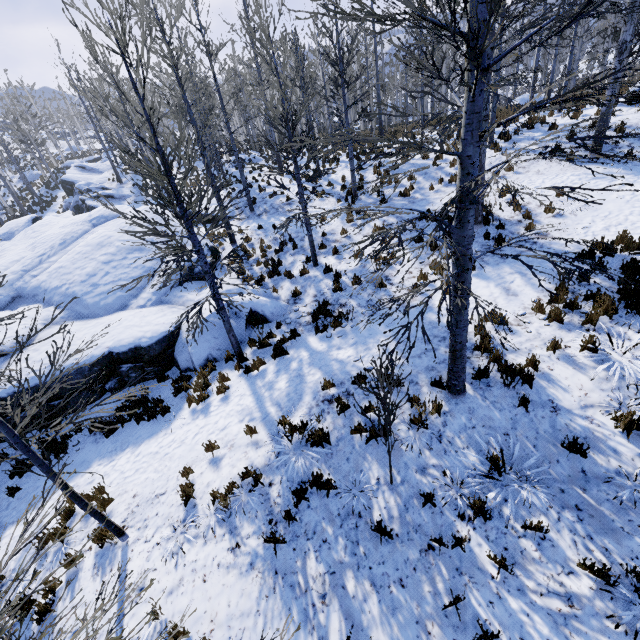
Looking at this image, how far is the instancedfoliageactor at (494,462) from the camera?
4.8 meters

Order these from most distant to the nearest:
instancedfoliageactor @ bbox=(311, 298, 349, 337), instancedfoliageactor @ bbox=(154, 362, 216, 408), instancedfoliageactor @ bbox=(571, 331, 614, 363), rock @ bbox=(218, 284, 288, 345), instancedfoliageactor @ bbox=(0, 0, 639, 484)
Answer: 1. rock @ bbox=(218, 284, 288, 345)
2. instancedfoliageactor @ bbox=(311, 298, 349, 337)
3. instancedfoliageactor @ bbox=(154, 362, 216, 408)
4. instancedfoliageactor @ bbox=(571, 331, 614, 363)
5. instancedfoliageactor @ bbox=(0, 0, 639, 484)

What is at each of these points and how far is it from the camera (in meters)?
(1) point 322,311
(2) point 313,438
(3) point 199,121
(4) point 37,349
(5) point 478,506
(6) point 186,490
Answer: (1) instancedfoliageactor, 9.39
(2) instancedfoliageactor, 5.97
(3) instancedfoliageactor, 33.12
(4) rock, 9.56
(5) instancedfoliageactor, 4.48
(6) instancedfoliageactor, 5.90

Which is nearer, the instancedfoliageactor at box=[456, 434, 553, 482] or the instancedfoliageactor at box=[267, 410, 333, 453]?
the instancedfoliageactor at box=[456, 434, 553, 482]

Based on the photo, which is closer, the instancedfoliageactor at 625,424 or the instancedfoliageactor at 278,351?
the instancedfoliageactor at 625,424

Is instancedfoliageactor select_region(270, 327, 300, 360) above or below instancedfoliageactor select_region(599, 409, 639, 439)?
below

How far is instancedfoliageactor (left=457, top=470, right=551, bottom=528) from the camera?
4.5 meters
